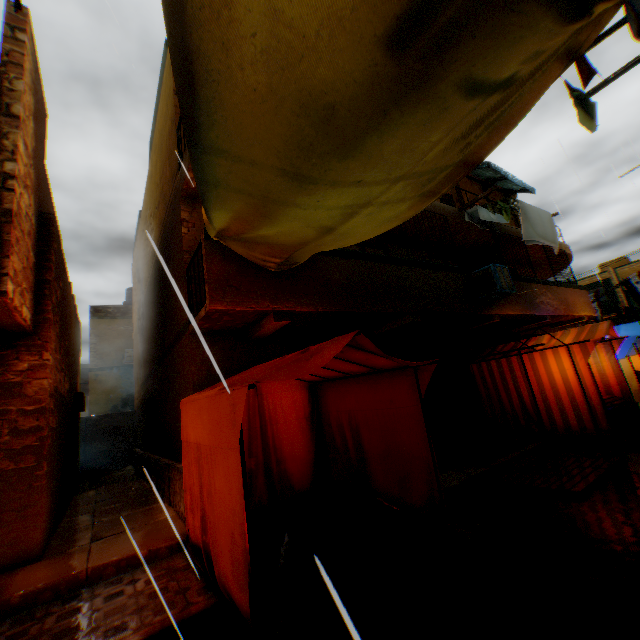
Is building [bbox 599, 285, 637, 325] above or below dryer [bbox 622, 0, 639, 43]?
above

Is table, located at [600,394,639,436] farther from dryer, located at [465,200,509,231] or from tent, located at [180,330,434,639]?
dryer, located at [465,200,509,231]

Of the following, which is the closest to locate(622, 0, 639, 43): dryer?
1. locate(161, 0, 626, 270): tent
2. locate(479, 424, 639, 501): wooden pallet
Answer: locate(161, 0, 626, 270): tent

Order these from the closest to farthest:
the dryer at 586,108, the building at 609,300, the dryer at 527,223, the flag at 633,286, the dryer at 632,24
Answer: the dryer at 632,24 → the dryer at 586,108 → the dryer at 527,223 → the flag at 633,286 → the building at 609,300

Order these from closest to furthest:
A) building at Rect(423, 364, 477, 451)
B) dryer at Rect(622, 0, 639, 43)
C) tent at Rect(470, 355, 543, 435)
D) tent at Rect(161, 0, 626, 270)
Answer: tent at Rect(161, 0, 626, 270) → dryer at Rect(622, 0, 639, 43) → tent at Rect(470, 355, 543, 435) → building at Rect(423, 364, 477, 451)

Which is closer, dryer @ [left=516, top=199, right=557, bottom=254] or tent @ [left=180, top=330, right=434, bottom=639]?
tent @ [left=180, top=330, right=434, bottom=639]

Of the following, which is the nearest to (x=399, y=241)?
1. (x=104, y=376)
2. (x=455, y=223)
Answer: (x=455, y=223)

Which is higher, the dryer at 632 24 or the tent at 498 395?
the dryer at 632 24
